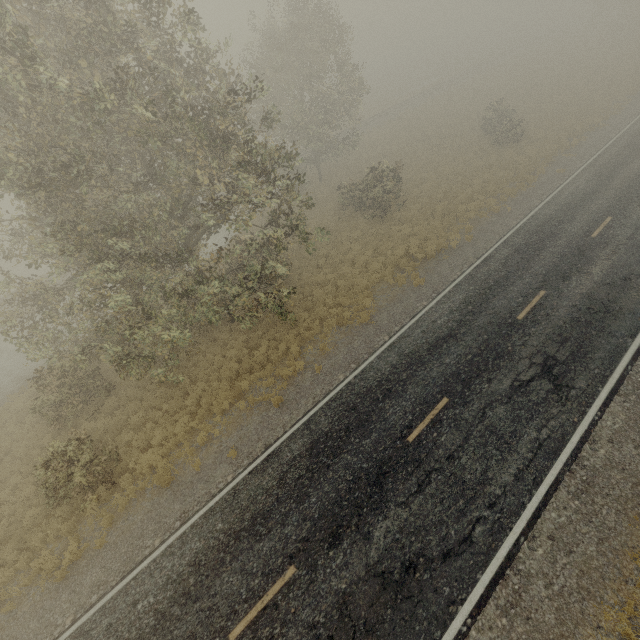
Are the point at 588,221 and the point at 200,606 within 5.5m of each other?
no
